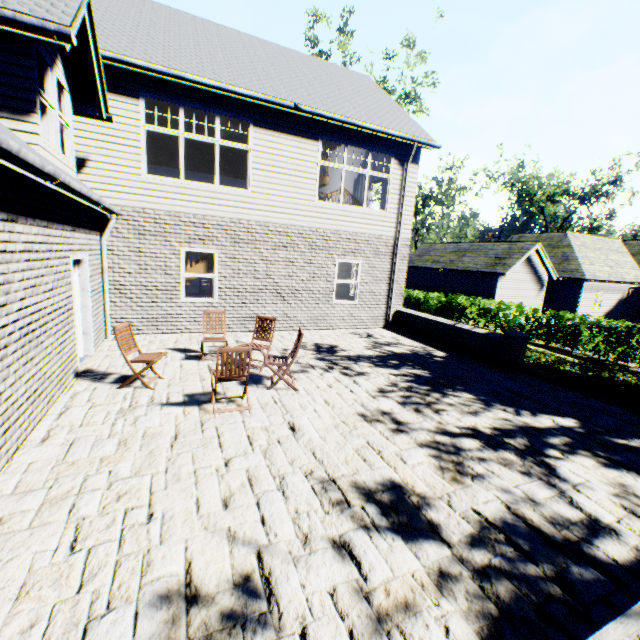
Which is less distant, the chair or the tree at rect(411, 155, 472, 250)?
the chair

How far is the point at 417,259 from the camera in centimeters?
2997cm

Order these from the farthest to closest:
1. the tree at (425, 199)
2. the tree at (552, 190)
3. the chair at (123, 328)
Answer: the tree at (552, 190)
the tree at (425, 199)
the chair at (123, 328)

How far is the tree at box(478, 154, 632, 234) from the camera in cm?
4447

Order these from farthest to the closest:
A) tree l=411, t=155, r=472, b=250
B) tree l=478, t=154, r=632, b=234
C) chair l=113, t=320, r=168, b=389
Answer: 1. tree l=478, t=154, r=632, b=234
2. tree l=411, t=155, r=472, b=250
3. chair l=113, t=320, r=168, b=389

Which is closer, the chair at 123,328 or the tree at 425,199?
the chair at 123,328
